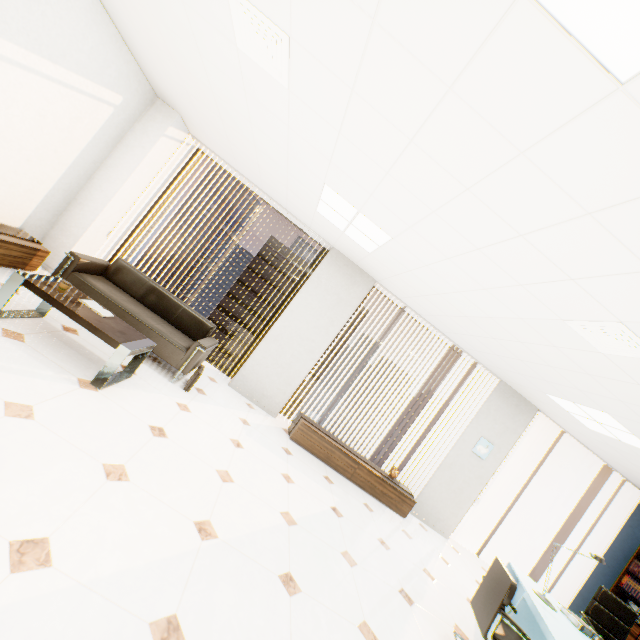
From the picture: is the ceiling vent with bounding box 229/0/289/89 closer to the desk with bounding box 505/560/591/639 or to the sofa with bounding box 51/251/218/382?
the sofa with bounding box 51/251/218/382

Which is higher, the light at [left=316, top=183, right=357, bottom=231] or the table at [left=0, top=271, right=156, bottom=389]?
the light at [left=316, top=183, right=357, bottom=231]

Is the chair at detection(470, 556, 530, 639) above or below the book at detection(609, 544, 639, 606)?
below

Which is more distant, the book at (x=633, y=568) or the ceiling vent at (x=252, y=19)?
the book at (x=633, y=568)

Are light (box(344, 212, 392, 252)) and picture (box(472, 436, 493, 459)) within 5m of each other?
yes

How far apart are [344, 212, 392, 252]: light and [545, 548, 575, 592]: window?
7.55m

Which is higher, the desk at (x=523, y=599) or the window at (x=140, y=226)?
the window at (x=140, y=226)

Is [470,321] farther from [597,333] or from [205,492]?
[205,492]
